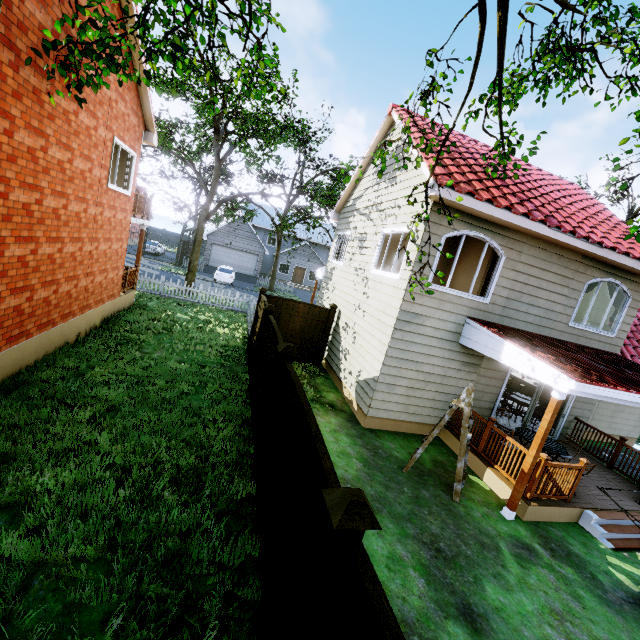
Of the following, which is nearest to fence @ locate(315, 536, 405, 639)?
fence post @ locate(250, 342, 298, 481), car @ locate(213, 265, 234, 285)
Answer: fence post @ locate(250, 342, 298, 481)

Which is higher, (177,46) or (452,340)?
(177,46)

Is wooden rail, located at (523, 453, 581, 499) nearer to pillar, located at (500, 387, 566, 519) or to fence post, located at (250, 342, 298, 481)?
pillar, located at (500, 387, 566, 519)

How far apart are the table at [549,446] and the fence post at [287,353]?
6.4 meters

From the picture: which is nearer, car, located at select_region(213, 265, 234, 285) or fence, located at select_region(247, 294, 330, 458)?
fence, located at select_region(247, 294, 330, 458)

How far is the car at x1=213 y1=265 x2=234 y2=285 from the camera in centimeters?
2830cm

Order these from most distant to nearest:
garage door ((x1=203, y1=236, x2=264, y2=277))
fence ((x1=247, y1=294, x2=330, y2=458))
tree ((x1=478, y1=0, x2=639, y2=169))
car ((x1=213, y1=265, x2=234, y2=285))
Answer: garage door ((x1=203, y1=236, x2=264, y2=277))
car ((x1=213, y1=265, x2=234, y2=285))
fence ((x1=247, y1=294, x2=330, y2=458))
tree ((x1=478, y1=0, x2=639, y2=169))

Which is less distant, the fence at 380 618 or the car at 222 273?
the fence at 380 618
